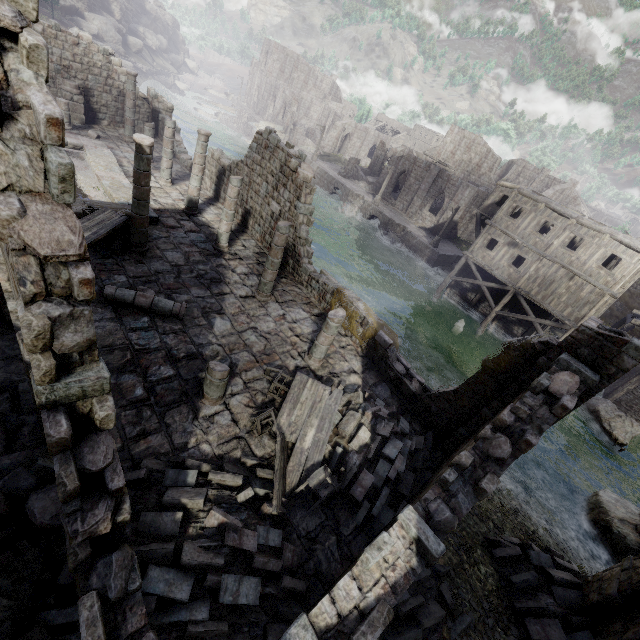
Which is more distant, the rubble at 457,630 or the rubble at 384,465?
the rubble at 384,465

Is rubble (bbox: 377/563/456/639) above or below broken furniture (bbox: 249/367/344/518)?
below

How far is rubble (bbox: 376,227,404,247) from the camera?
36.3 meters

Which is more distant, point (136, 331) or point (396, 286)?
point (396, 286)

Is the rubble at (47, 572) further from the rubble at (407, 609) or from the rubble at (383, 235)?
the rubble at (383, 235)

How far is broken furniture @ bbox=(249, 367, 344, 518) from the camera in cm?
727

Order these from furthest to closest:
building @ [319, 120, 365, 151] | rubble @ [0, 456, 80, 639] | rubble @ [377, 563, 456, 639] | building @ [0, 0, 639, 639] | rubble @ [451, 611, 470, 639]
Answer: building @ [319, 120, 365, 151], rubble @ [451, 611, 470, 639], rubble @ [377, 563, 456, 639], rubble @ [0, 456, 80, 639], building @ [0, 0, 639, 639]

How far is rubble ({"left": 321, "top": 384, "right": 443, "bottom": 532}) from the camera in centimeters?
787cm
